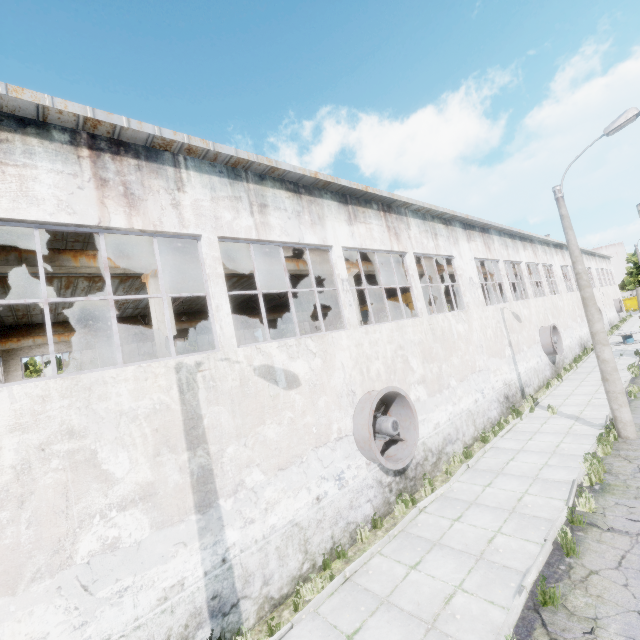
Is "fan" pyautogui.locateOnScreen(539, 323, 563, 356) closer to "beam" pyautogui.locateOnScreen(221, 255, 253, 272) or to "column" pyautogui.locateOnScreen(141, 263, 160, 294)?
"beam" pyautogui.locateOnScreen(221, 255, 253, 272)

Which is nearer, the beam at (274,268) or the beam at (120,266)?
the beam at (120,266)

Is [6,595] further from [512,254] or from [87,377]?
[512,254]

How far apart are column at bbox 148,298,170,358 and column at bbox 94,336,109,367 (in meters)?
11.13

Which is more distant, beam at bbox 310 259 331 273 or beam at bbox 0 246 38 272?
beam at bbox 310 259 331 273

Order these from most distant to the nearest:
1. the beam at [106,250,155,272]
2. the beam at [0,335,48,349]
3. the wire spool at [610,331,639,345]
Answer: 1. the wire spool at [610,331,639,345]
2. the beam at [0,335,48,349]
3. the beam at [106,250,155,272]

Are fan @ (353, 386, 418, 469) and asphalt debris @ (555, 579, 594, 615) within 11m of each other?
yes

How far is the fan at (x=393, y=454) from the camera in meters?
8.5 m
